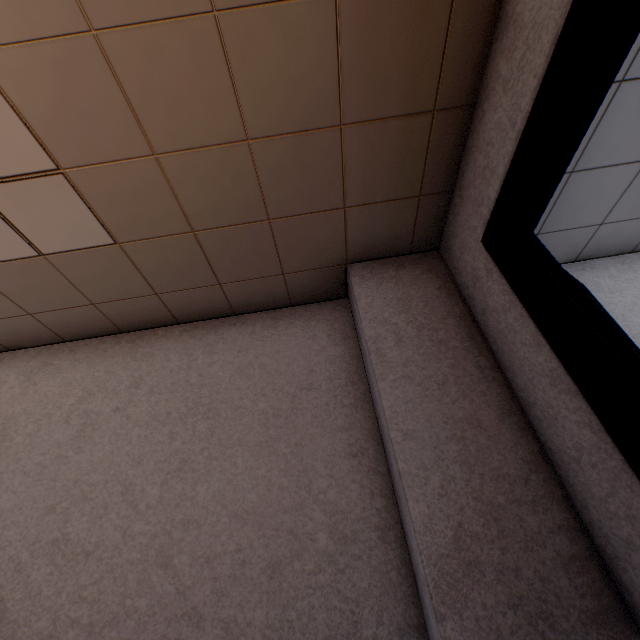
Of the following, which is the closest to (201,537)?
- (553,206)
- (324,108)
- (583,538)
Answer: (583,538)

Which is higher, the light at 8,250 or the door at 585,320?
the light at 8,250

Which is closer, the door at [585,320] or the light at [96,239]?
the door at [585,320]

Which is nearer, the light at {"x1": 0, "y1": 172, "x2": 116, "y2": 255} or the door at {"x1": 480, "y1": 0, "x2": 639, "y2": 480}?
the door at {"x1": 480, "y1": 0, "x2": 639, "y2": 480}

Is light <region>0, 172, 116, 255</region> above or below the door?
above
